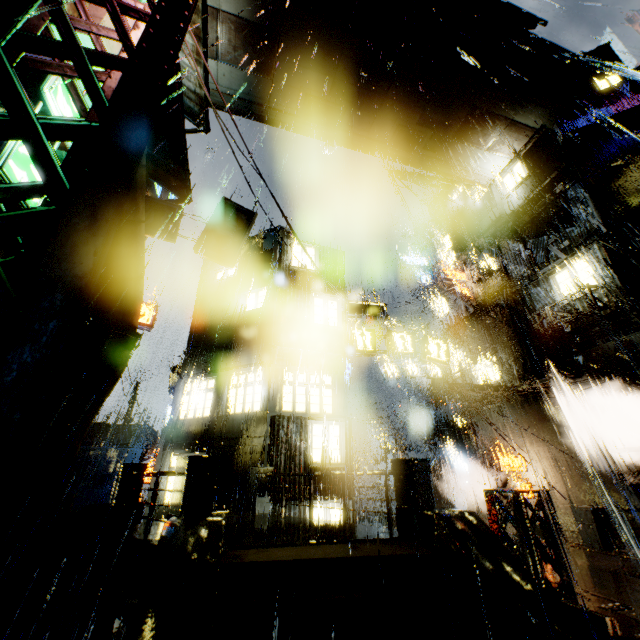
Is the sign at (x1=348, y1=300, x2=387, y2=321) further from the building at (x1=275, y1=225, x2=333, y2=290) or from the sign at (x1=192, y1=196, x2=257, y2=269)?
the sign at (x1=192, y1=196, x2=257, y2=269)

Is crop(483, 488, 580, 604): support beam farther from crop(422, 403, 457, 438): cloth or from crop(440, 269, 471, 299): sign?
crop(440, 269, 471, 299): sign

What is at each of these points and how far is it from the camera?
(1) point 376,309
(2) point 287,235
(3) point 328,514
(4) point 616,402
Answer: (1) sign, 17.22m
(2) building, 18.69m
(3) building, 12.18m
(4) building, 14.45m

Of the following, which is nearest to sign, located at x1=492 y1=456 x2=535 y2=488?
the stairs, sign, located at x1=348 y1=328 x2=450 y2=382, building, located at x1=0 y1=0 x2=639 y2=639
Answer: building, located at x1=0 y1=0 x2=639 y2=639

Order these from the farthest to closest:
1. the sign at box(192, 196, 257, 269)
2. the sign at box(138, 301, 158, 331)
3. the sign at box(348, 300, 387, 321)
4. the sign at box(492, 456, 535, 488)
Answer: the sign at box(138, 301, 158, 331) < the sign at box(492, 456, 535, 488) < the sign at box(348, 300, 387, 321) < the sign at box(192, 196, 257, 269)

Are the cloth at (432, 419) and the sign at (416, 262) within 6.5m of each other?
no

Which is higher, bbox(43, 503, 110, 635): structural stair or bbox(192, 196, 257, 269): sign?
bbox(192, 196, 257, 269): sign

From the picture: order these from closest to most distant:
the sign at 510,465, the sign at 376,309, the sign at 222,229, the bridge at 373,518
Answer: the sign at 222,229 → the sign at 376,309 → the sign at 510,465 → the bridge at 373,518
